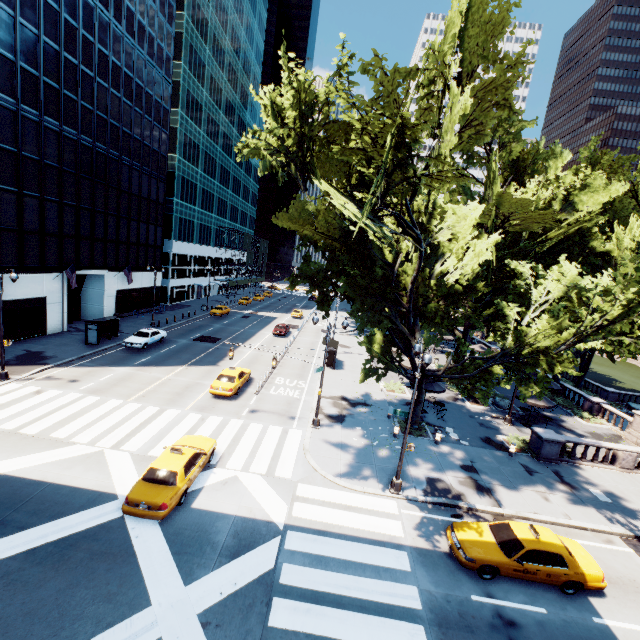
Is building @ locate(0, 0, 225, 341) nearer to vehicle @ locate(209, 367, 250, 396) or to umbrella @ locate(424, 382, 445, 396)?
vehicle @ locate(209, 367, 250, 396)

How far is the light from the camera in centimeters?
1364cm

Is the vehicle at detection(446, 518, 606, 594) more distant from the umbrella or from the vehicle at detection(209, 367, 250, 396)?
the vehicle at detection(209, 367, 250, 396)

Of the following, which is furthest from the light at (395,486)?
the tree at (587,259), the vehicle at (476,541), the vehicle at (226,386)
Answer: the vehicle at (226,386)

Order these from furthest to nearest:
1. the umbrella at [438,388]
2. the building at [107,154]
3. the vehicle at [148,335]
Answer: the vehicle at [148,335] < the building at [107,154] < the umbrella at [438,388]

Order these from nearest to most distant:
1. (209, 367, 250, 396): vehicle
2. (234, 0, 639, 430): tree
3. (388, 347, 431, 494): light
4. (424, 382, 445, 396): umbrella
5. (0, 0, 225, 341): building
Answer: (234, 0, 639, 430): tree < (388, 347, 431, 494): light < (209, 367, 250, 396): vehicle < (424, 382, 445, 396): umbrella < (0, 0, 225, 341): building

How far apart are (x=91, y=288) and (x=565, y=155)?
53.01m

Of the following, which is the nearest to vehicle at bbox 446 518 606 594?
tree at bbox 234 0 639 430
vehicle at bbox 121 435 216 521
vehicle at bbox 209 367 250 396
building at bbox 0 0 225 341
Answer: tree at bbox 234 0 639 430
